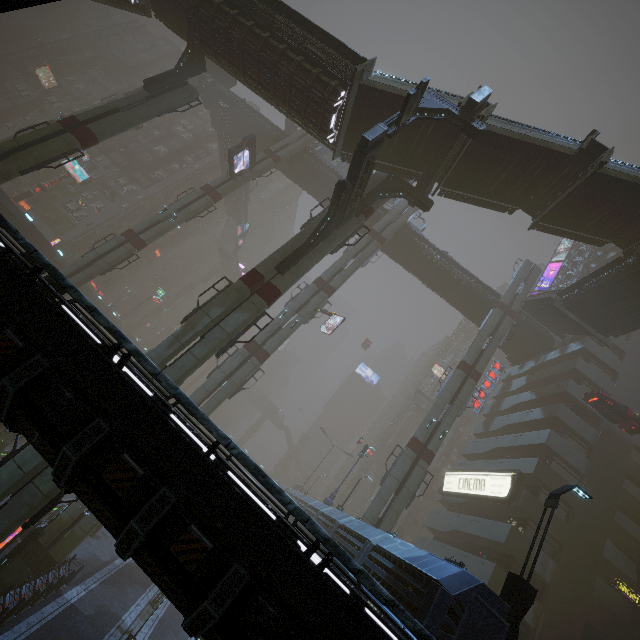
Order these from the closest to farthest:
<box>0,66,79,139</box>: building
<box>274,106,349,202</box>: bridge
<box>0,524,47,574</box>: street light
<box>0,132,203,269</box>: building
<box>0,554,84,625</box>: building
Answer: <box>0,554,84,625</box>: building → <box>0,524,47,574</box>: street light → <box>274,106,349,202</box>: bridge → <box>0,132,203,269</box>: building → <box>0,66,79,139</box>: building

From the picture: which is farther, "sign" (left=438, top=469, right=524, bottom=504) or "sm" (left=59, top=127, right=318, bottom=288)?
"sm" (left=59, top=127, right=318, bottom=288)

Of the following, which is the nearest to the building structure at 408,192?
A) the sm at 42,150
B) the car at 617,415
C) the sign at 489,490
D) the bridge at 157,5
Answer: the sm at 42,150

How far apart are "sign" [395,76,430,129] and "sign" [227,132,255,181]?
20.3m

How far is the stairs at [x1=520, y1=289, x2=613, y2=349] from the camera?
27.5m

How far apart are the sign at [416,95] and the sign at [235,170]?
20.3 meters

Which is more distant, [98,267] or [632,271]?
[98,267]

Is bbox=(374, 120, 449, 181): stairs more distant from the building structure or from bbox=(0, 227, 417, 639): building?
bbox=(0, 227, 417, 639): building
